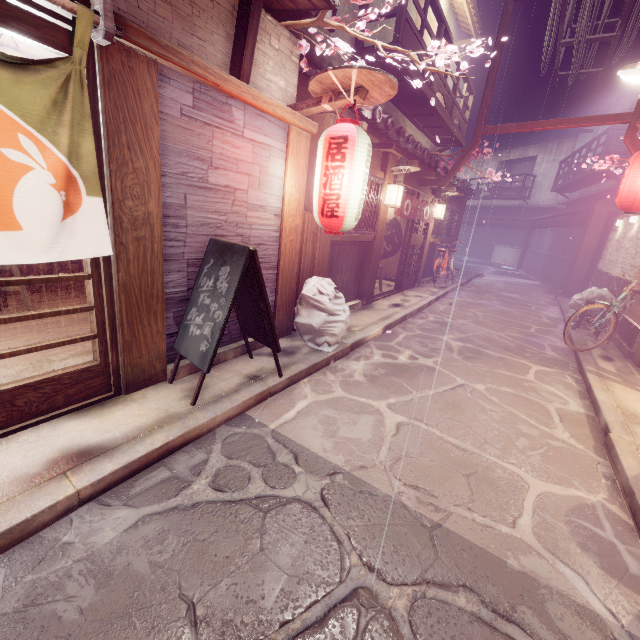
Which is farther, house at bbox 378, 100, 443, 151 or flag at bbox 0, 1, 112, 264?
house at bbox 378, 100, 443, 151

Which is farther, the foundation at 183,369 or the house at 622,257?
the house at 622,257

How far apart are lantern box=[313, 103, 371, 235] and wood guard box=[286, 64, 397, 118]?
0.0 meters

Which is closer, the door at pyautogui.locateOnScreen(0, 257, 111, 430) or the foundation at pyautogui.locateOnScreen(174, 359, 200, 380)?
the door at pyautogui.locateOnScreen(0, 257, 111, 430)

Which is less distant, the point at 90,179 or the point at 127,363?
the point at 90,179

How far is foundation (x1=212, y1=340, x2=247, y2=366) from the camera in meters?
7.0 m

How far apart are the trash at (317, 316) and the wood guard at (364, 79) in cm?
369

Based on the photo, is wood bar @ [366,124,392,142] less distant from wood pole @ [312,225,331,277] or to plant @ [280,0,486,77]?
wood pole @ [312,225,331,277]
